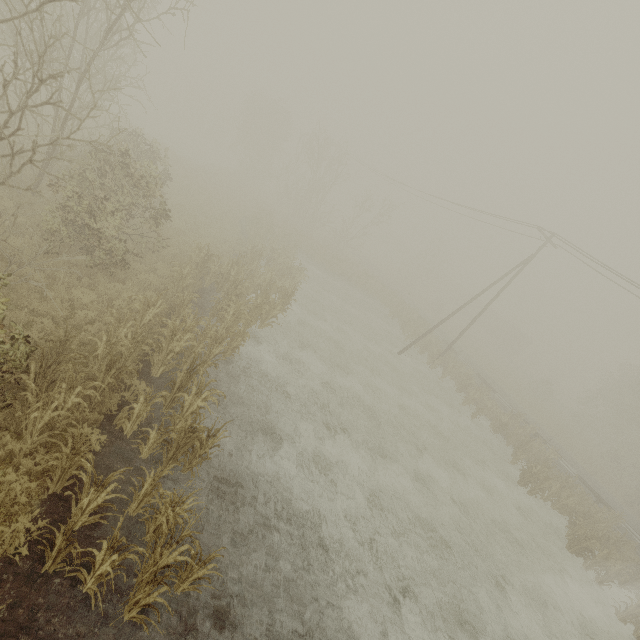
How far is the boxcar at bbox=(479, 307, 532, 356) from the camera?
54.5m

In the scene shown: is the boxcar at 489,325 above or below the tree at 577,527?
above

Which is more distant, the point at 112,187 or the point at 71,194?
the point at 112,187

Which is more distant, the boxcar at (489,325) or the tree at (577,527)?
the boxcar at (489,325)

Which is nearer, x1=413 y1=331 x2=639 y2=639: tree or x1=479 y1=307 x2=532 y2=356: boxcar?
x1=413 y1=331 x2=639 y2=639: tree

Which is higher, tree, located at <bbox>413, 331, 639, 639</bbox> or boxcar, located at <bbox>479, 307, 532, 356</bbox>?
boxcar, located at <bbox>479, 307, 532, 356</bbox>
